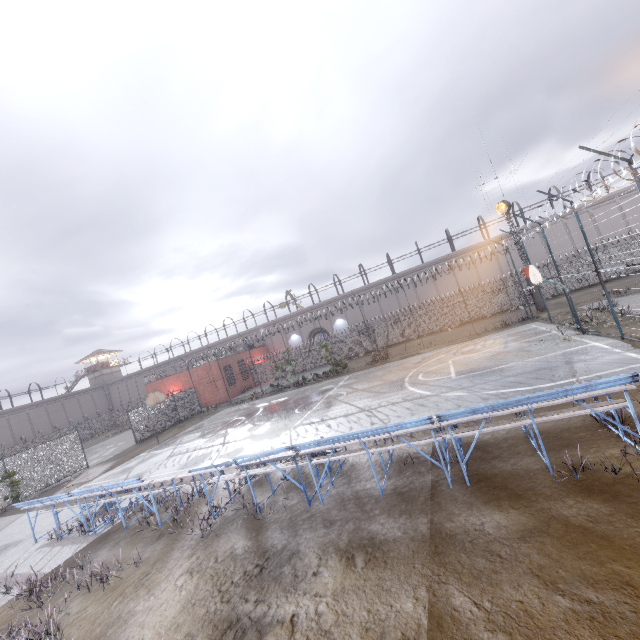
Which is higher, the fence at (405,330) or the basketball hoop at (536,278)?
the basketball hoop at (536,278)

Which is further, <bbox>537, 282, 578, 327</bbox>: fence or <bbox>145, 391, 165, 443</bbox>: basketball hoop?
<bbox>145, 391, 165, 443</bbox>: basketball hoop

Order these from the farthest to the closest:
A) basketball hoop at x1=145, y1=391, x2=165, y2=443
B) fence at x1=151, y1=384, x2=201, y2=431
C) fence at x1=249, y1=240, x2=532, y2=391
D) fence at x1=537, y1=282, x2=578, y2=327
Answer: fence at x1=249, y1=240, x2=532, y2=391
fence at x1=151, y1=384, x2=201, y2=431
basketball hoop at x1=145, y1=391, x2=165, y2=443
fence at x1=537, y1=282, x2=578, y2=327

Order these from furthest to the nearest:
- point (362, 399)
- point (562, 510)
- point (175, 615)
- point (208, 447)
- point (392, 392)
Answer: point (208, 447)
point (362, 399)
point (392, 392)
point (175, 615)
point (562, 510)

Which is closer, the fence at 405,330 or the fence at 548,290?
the fence at 548,290

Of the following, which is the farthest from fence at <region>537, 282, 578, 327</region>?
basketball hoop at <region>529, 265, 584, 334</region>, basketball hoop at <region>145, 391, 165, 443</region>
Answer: basketball hoop at <region>145, 391, 165, 443</region>

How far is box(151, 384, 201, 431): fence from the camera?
29.5m
